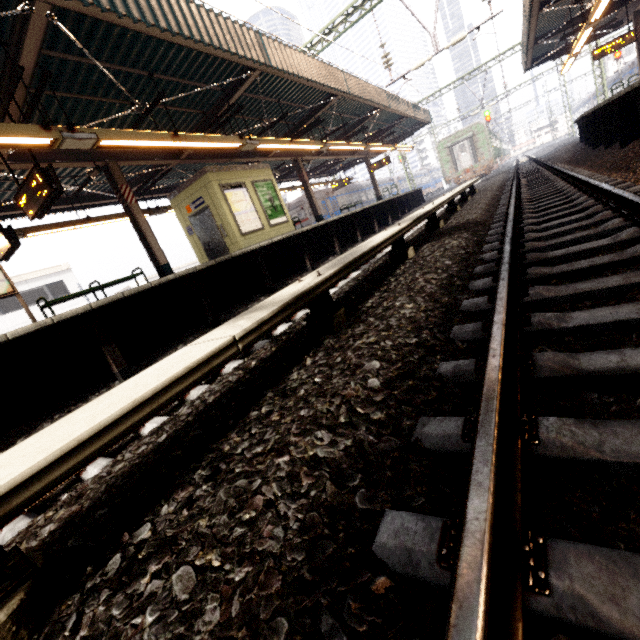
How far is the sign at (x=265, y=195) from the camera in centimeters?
1219cm

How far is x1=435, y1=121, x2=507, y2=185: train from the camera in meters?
26.8 m

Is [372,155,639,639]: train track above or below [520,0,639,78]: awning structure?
below

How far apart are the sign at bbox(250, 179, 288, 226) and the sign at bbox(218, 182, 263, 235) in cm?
30

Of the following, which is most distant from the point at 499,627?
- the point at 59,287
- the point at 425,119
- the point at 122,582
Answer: the point at 59,287

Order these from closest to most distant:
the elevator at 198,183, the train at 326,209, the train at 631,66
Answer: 1. the elevator at 198,183
2. the train at 326,209
3. the train at 631,66

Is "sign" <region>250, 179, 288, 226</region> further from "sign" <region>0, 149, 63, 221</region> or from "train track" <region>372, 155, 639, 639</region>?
"train track" <region>372, 155, 639, 639</region>

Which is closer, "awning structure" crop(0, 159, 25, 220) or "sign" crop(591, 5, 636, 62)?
"awning structure" crop(0, 159, 25, 220)
